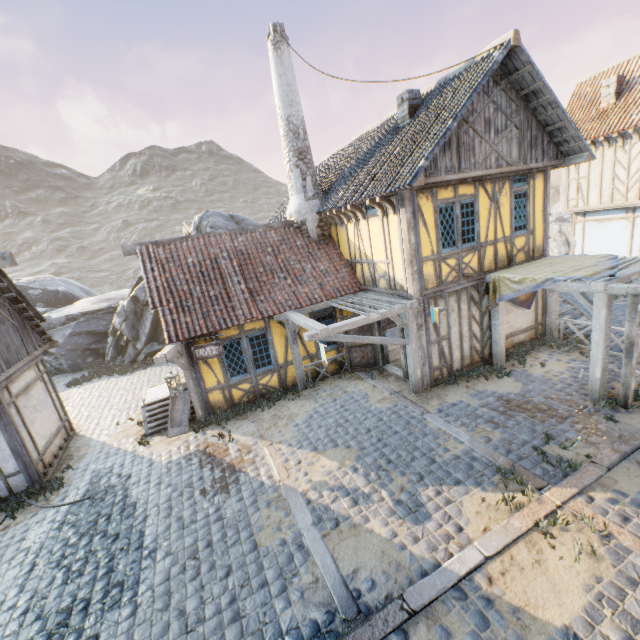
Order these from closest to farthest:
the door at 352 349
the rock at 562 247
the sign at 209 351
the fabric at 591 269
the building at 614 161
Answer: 1. the fabric at 591 269
2. the sign at 209 351
3. the door at 352 349
4. the building at 614 161
5. the rock at 562 247

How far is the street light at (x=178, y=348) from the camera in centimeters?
826cm

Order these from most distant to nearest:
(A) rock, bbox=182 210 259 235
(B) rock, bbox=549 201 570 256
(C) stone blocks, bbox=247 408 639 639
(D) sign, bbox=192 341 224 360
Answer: (B) rock, bbox=549 201 570 256
(A) rock, bbox=182 210 259 235
(D) sign, bbox=192 341 224 360
(C) stone blocks, bbox=247 408 639 639

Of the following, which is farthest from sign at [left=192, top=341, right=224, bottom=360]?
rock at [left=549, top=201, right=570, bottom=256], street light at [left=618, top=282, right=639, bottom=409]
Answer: rock at [left=549, top=201, right=570, bottom=256]

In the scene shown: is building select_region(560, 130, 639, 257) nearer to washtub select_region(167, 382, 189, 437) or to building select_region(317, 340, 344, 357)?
building select_region(317, 340, 344, 357)

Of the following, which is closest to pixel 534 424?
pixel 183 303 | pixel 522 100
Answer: pixel 522 100

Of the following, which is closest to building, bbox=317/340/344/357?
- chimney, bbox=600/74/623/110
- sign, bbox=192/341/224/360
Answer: sign, bbox=192/341/224/360

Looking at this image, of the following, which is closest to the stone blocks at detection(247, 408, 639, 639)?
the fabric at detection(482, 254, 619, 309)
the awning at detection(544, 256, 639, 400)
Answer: the awning at detection(544, 256, 639, 400)
